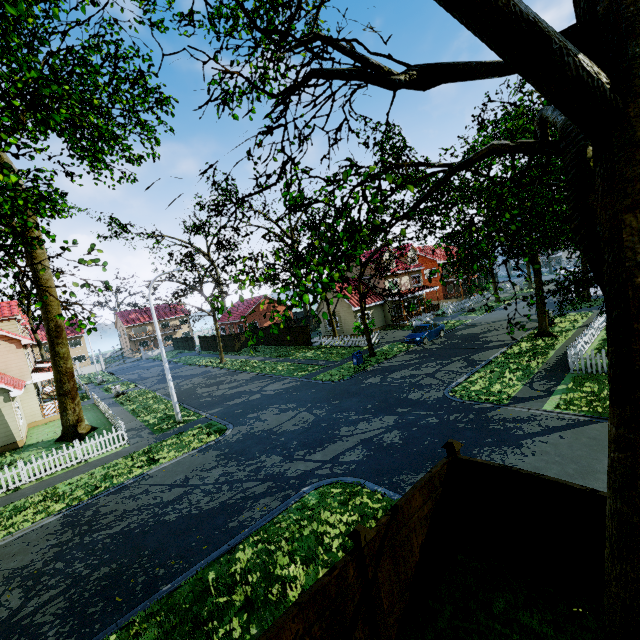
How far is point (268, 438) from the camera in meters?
14.2 m

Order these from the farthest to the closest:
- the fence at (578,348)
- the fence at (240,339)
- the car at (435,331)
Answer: the fence at (240,339) < the car at (435,331) < the fence at (578,348)

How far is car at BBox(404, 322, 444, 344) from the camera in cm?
2617

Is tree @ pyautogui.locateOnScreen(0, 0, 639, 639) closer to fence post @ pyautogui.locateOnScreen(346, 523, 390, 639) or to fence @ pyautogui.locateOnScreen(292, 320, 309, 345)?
fence @ pyautogui.locateOnScreen(292, 320, 309, 345)

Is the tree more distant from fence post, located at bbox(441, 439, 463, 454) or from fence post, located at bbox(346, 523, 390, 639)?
fence post, located at bbox(441, 439, 463, 454)

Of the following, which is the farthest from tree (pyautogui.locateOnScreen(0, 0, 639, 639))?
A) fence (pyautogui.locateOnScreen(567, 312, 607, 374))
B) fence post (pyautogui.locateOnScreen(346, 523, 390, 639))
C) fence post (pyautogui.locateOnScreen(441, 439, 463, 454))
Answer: fence post (pyautogui.locateOnScreen(441, 439, 463, 454))

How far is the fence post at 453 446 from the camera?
6.5 meters

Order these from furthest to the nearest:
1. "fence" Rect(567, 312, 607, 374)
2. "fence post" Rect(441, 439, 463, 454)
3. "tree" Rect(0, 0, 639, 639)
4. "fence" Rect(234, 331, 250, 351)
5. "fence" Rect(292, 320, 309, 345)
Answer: "fence" Rect(234, 331, 250, 351)
"fence" Rect(292, 320, 309, 345)
"fence" Rect(567, 312, 607, 374)
"fence post" Rect(441, 439, 463, 454)
"tree" Rect(0, 0, 639, 639)
